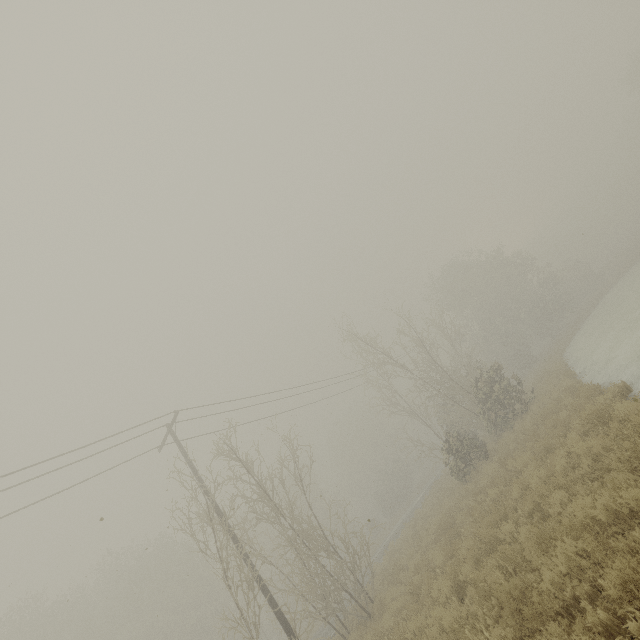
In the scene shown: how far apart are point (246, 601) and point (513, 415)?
16.4 meters
